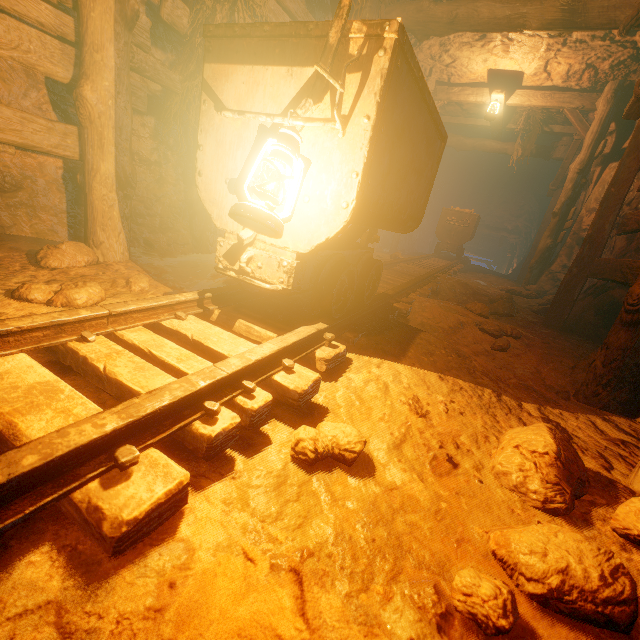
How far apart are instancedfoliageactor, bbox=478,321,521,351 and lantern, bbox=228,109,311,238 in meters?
2.5 m

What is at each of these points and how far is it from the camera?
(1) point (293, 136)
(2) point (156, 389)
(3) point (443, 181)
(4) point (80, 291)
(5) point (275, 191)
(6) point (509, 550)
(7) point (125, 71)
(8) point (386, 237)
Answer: (1) lantern, 1.3 meters
(2) tracks, 1.0 meters
(3) z, 15.7 meters
(4) instancedfoliageactor, 2.0 meters
(5) tracks, 1.6 meters
(6) instancedfoliageactor, 0.9 meters
(7) burlap sack, 2.6 meters
(8) burlap sack, 13.1 meters

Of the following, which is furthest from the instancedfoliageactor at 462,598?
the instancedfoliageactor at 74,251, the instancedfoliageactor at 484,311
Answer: the instancedfoliageactor at 484,311

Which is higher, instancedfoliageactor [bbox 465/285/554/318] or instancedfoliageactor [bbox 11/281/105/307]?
instancedfoliageactor [bbox 465/285/554/318]

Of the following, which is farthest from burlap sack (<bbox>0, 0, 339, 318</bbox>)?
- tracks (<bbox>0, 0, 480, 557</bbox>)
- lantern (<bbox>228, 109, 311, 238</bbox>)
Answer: lantern (<bbox>228, 109, 311, 238</bbox>)

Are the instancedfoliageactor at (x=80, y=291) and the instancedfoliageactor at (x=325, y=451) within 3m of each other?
yes

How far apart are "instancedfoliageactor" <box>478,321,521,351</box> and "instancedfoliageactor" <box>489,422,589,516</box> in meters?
1.6 m

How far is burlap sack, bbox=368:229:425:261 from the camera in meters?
9.1
